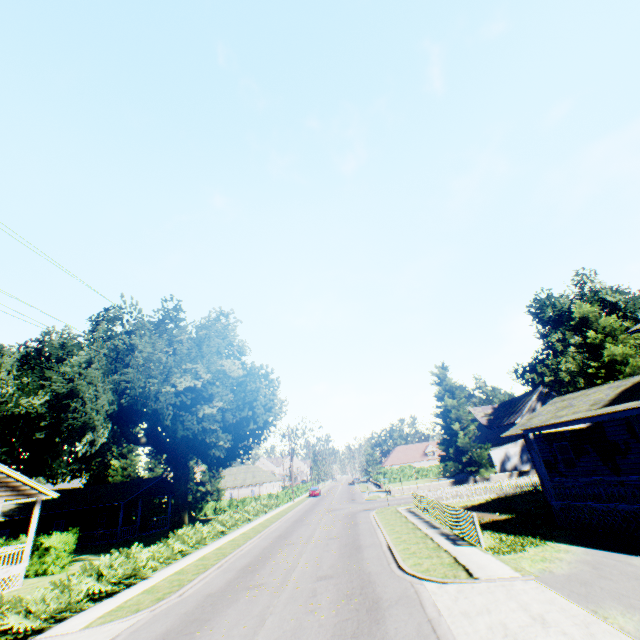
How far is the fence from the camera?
14.22m

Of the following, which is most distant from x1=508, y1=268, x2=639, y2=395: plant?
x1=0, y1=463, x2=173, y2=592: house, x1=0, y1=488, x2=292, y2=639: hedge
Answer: x1=0, y1=463, x2=173, y2=592: house

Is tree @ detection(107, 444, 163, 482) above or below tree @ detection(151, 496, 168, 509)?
above

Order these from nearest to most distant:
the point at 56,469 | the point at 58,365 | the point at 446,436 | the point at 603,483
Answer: the point at 603,483 < the point at 58,365 < the point at 56,469 < the point at 446,436

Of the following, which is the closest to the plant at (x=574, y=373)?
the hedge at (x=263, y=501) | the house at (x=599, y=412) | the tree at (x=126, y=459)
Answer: the house at (x=599, y=412)

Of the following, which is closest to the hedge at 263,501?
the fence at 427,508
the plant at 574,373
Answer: the plant at 574,373

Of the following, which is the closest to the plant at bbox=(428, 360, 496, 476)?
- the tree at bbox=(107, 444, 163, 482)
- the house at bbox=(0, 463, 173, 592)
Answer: the tree at bbox=(107, 444, 163, 482)

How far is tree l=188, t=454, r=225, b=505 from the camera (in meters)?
50.03
